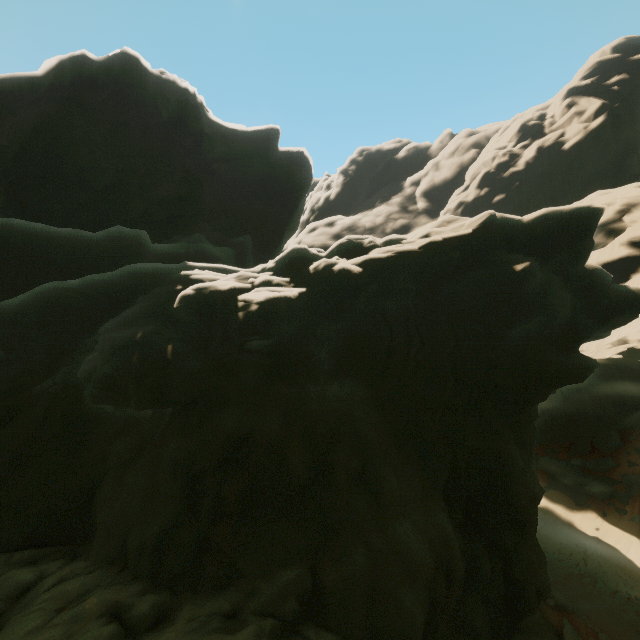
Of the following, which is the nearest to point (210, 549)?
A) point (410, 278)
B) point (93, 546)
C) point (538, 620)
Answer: point (93, 546)
